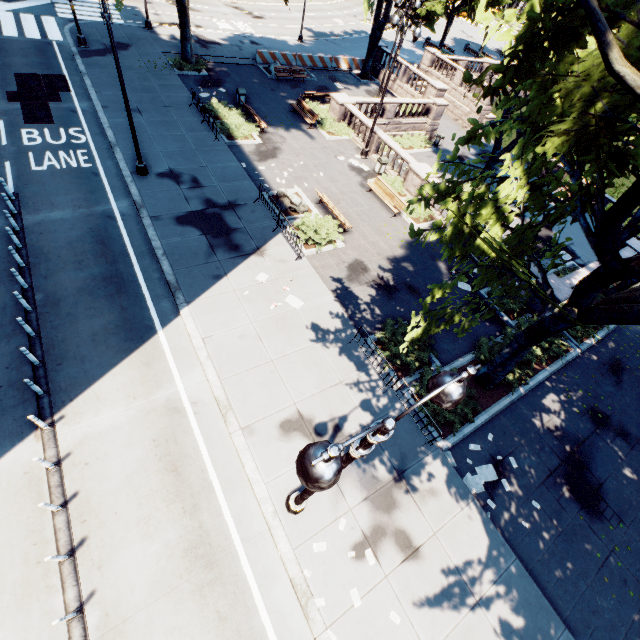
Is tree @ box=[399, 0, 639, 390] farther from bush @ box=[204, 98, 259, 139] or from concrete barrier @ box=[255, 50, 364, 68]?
bush @ box=[204, 98, 259, 139]

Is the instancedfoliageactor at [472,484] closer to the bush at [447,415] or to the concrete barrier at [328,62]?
the bush at [447,415]

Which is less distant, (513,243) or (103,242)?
(513,243)

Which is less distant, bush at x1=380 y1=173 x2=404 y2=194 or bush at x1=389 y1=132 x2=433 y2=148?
bush at x1=380 y1=173 x2=404 y2=194

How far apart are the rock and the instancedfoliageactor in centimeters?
1378cm

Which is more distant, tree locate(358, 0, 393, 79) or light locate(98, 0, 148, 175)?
tree locate(358, 0, 393, 79)

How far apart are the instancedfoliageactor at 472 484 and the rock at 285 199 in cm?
1378

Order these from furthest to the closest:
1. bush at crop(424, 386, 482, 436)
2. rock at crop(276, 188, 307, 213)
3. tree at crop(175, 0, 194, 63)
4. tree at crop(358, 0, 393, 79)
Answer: tree at crop(358, 0, 393, 79) < tree at crop(175, 0, 194, 63) < rock at crop(276, 188, 307, 213) < bush at crop(424, 386, 482, 436)
